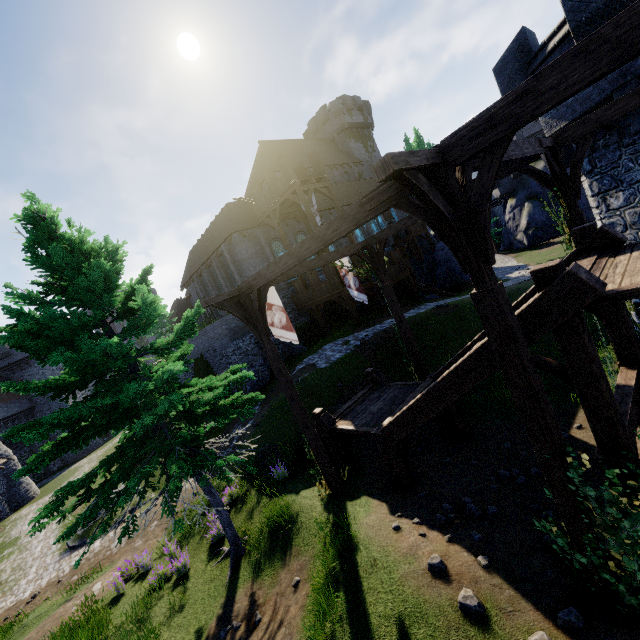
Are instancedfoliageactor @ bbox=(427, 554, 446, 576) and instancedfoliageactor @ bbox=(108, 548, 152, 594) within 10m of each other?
no

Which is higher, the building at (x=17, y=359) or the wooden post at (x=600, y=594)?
the building at (x=17, y=359)

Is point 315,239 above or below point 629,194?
above

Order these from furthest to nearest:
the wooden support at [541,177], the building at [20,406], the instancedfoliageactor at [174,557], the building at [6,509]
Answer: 1. the building at [20,406]
2. the building at [6,509]
3. the instancedfoliageactor at [174,557]
4. the wooden support at [541,177]

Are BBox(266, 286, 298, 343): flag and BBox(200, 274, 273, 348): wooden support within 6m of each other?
yes

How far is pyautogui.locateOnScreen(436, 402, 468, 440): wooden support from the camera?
10.78m

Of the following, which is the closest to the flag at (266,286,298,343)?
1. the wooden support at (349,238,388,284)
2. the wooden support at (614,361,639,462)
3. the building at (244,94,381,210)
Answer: the wooden support at (349,238,388,284)

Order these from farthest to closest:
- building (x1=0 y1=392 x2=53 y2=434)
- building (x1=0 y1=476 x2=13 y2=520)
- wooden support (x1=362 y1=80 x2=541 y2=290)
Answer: building (x1=0 y1=392 x2=53 y2=434) → building (x1=0 y1=476 x2=13 y2=520) → wooden support (x1=362 y1=80 x2=541 y2=290)
